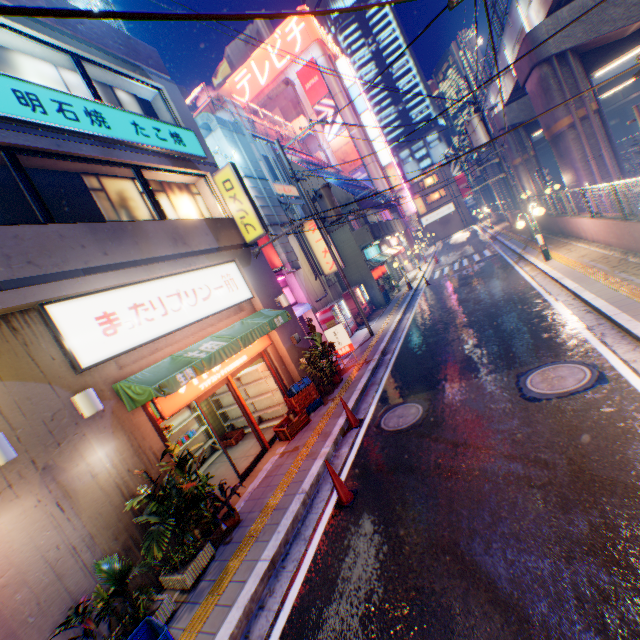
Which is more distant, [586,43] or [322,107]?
[322,107]

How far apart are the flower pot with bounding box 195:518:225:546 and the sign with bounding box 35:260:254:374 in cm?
352

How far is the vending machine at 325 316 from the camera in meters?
16.7 m

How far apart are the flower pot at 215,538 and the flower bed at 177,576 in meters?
0.1

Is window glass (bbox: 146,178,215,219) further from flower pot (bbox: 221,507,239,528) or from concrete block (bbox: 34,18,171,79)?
flower pot (bbox: 221,507,239,528)

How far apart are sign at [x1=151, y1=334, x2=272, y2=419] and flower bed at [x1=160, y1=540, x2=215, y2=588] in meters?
2.3 m

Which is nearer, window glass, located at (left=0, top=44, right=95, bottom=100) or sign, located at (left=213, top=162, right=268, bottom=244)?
window glass, located at (left=0, top=44, right=95, bottom=100)

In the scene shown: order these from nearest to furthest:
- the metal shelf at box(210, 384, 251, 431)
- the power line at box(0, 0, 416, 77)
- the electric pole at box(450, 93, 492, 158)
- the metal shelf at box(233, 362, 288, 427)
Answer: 1. the power line at box(0, 0, 416, 77)
2. the metal shelf at box(233, 362, 288, 427)
3. the metal shelf at box(210, 384, 251, 431)
4. the electric pole at box(450, 93, 492, 158)
